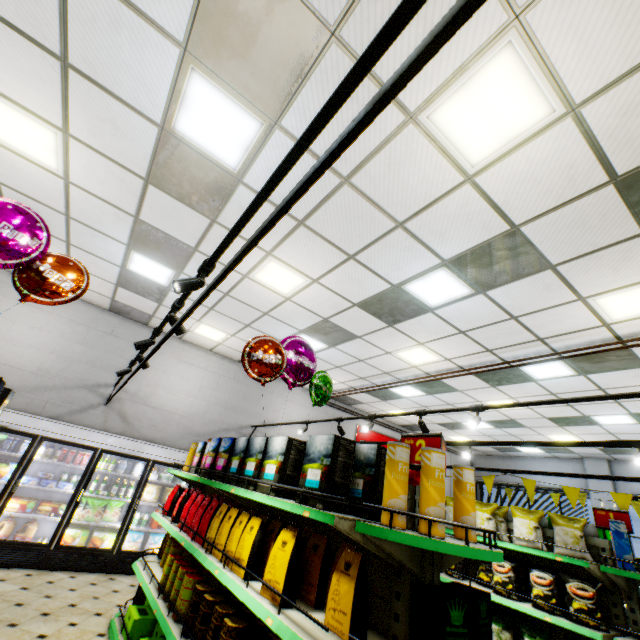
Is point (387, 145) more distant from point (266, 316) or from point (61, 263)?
point (266, 316)

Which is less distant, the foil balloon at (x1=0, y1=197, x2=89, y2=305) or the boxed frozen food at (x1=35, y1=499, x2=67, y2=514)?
the foil balloon at (x1=0, y1=197, x2=89, y2=305)

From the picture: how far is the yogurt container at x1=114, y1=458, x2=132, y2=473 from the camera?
6.64m

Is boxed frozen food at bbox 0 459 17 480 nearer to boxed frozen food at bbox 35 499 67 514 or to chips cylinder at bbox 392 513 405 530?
boxed frozen food at bbox 35 499 67 514

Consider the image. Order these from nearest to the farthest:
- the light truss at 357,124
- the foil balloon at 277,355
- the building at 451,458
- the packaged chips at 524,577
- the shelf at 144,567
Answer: the light truss at 357,124 < the shelf at 144,567 < the packaged chips at 524,577 < the foil balloon at 277,355 < the building at 451,458

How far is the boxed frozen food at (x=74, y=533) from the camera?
5.9 meters

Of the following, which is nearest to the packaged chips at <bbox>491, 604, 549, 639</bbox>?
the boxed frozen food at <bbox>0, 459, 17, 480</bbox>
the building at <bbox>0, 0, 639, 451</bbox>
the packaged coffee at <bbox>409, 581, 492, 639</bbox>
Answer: the building at <bbox>0, 0, 639, 451</bbox>

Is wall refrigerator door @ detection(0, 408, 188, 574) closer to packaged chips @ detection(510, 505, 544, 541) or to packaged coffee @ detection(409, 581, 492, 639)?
packaged chips @ detection(510, 505, 544, 541)
